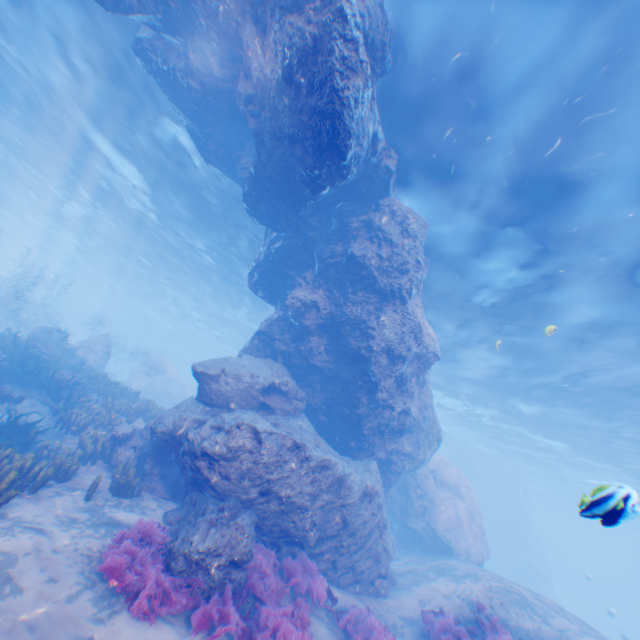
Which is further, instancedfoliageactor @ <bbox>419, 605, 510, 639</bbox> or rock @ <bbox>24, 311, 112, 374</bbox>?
rock @ <bbox>24, 311, 112, 374</bbox>

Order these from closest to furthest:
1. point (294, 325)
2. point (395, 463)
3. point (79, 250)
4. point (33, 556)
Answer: point (33, 556)
point (294, 325)
point (395, 463)
point (79, 250)

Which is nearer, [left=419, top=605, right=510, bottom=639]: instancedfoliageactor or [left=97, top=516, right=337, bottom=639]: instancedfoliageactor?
[left=97, top=516, right=337, bottom=639]: instancedfoliageactor

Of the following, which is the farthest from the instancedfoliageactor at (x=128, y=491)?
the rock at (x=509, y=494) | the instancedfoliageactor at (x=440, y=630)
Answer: the instancedfoliageactor at (x=440, y=630)

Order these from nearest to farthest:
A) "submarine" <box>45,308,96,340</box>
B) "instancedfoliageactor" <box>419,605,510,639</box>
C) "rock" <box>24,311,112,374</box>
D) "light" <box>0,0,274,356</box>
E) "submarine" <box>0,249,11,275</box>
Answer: "instancedfoliageactor" <box>419,605,510,639</box>
"light" <box>0,0,274,356</box>
"rock" <box>24,311,112,374</box>
"submarine" <box>0,249,11,275</box>
"submarine" <box>45,308,96,340</box>

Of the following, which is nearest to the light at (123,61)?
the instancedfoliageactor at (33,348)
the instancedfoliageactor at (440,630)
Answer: the instancedfoliageactor at (33,348)

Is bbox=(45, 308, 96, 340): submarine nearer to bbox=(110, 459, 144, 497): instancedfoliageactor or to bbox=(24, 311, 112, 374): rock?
bbox=(24, 311, 112, 374): rock

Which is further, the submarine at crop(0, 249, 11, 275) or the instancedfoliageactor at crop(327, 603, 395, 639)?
the submarine at crop(0, 249, 11, 275)
